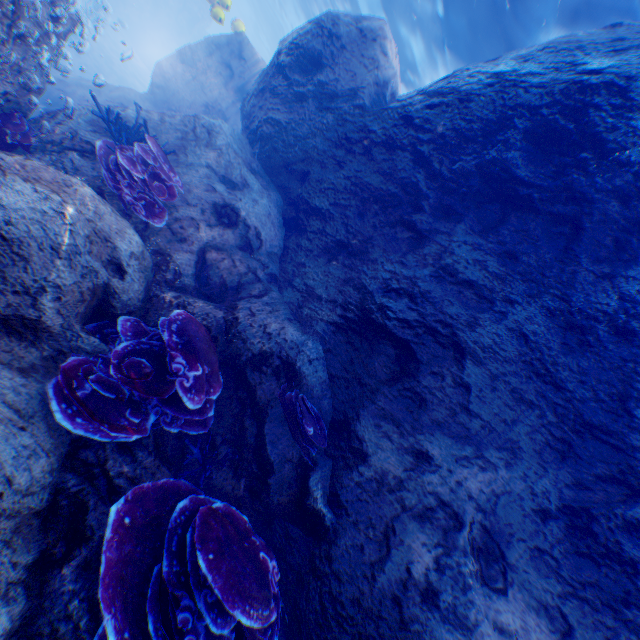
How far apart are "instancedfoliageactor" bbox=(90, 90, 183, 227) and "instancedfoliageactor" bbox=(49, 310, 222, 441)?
1.34m

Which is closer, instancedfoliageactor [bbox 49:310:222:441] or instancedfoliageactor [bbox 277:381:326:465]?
instancedfoliageactor [bbox 49:310:222:441]

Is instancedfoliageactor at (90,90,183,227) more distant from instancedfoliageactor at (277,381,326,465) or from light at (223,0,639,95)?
light at (223,0,639,95)

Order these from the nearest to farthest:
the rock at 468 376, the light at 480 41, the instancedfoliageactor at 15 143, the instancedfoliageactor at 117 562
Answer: the instancedfoliageactor at 117 562 < the rock at 468 376 < the instancedfoliageactor at 15 143 < the light at 480 41

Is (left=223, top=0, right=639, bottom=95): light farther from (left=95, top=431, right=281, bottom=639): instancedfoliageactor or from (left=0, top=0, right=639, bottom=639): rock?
(left=95, top=431, right=281, bottom=639): instancedfoliageactor

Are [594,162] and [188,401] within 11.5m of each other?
yes

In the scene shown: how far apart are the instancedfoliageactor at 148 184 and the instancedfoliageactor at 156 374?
1.3m

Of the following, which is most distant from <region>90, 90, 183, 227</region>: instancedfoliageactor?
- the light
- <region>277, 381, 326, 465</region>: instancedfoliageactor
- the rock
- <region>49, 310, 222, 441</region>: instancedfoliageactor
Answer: the light
